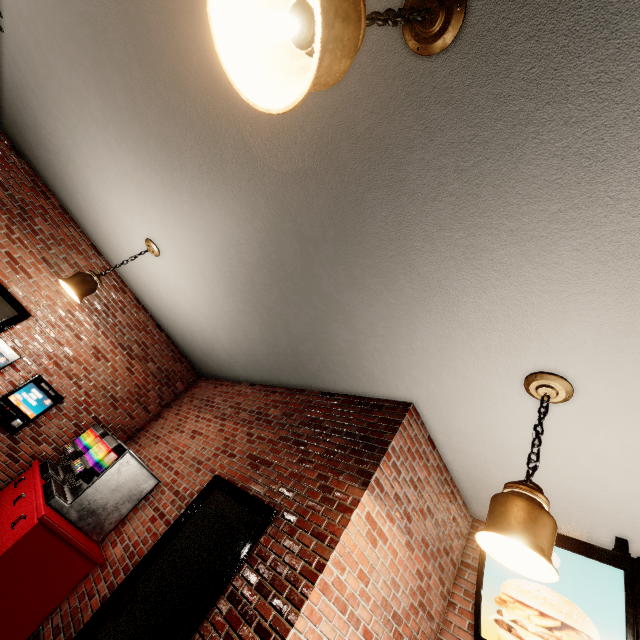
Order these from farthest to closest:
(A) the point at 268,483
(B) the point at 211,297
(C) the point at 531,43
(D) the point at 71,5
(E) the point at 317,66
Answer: (B) the point at 211,297 → (A) the point at 268,483 → (D) the point at 71,5 → (C) the point at 531,43 → (E) the point at 317,66
